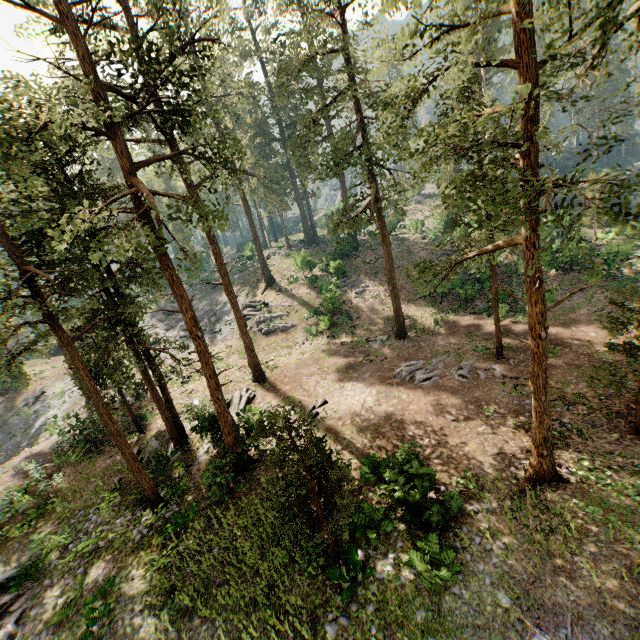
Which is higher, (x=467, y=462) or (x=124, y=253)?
(x=124, y=253)

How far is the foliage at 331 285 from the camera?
31.8 meters

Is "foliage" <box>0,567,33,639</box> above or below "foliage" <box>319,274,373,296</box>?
below

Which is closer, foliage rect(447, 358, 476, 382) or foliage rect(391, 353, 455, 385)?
foliage rect(447, 358, 476, 382)

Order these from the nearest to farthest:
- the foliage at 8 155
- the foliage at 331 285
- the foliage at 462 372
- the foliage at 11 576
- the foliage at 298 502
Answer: the foliage at 8 155 < the foliage at 298 502 < the foliage at 11 576 < the foliage at 462 372 < the foliage at 331 285
